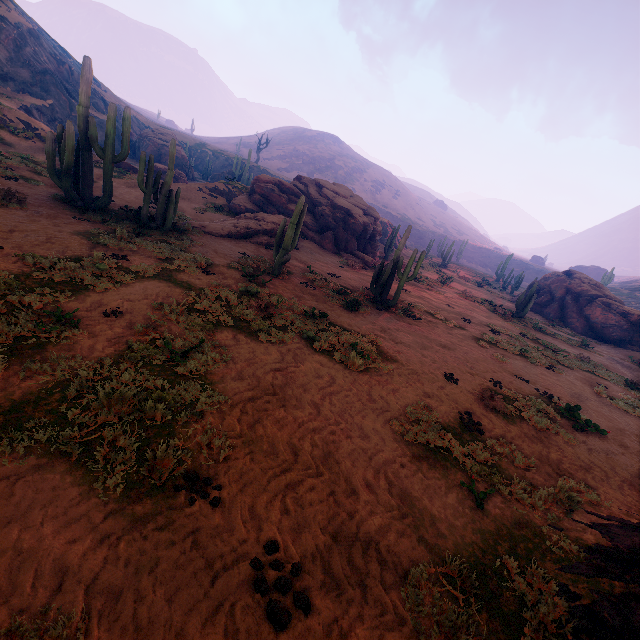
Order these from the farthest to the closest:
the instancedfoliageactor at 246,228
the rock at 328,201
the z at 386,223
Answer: the z at 386,223
the rock at 328,201
the instancedfoliageactor at 246,228

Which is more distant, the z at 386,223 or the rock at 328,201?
the z at 386,223

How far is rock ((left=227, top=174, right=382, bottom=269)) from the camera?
24.5 meters

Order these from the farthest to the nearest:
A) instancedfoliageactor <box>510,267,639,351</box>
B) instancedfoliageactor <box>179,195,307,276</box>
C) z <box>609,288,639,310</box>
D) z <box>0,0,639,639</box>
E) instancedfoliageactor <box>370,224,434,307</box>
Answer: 1. z <box>609,288,639,310</box>
2. instancedfoliageactor <box>510,267,639,351</box>
3. instancedfoliageactor <box>370,224,434,307</box>
4. instancedfoliageactor <box>179,195,307,276</box>
5. z <box>0,0,639,639</box>

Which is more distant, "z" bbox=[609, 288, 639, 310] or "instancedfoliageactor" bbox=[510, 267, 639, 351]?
"z" bbox=[609, 288, 639, 310]

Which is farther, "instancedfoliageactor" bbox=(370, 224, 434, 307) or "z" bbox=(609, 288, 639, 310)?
"z" bbox=(609, 288, 639, 310)

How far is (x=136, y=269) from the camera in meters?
9.6 m
